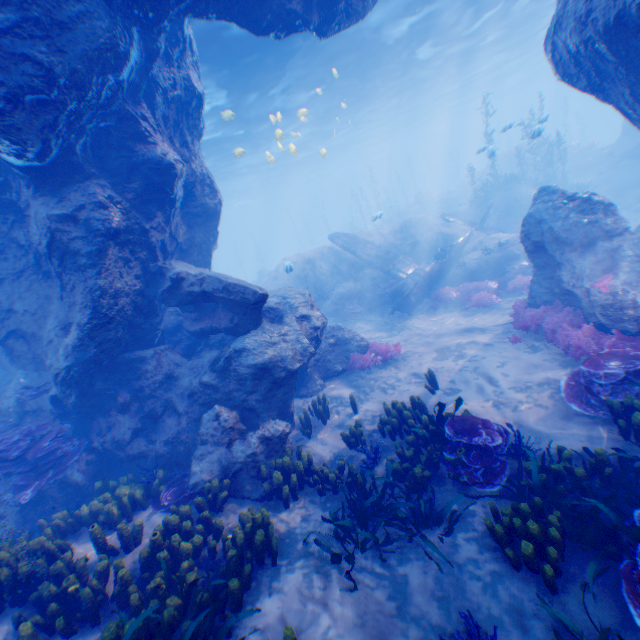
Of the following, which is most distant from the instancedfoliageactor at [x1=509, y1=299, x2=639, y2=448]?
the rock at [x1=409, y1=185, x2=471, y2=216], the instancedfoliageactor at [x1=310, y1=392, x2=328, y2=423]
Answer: the rock at [x1=409, y1=185, x2=471, y2=216]

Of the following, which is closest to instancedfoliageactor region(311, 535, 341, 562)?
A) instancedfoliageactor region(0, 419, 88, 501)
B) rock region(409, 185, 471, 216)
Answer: instancedfoliageactor region(0, 419, 88, 501)

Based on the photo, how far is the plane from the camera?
15.72m

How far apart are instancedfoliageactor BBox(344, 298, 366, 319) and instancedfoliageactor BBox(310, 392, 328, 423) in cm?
839

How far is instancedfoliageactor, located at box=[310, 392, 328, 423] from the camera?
8.54m

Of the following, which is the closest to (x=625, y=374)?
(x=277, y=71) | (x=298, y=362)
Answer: (x=298, y=362)

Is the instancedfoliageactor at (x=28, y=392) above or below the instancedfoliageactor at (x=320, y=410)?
above

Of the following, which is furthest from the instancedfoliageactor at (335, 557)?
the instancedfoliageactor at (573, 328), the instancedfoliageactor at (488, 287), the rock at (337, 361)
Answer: the instancedfoliageactor at (488, 287)
